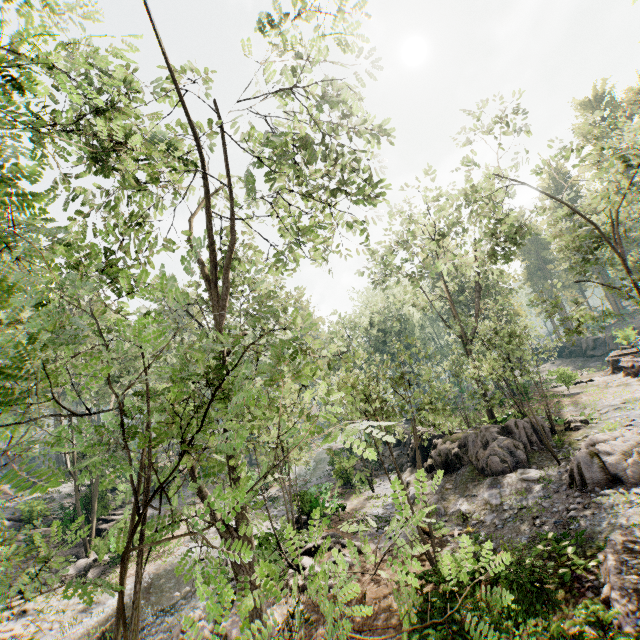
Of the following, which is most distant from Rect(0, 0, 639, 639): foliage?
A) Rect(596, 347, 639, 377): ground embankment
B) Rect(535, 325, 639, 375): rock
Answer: Rect(535, 325, 639, 375): rock

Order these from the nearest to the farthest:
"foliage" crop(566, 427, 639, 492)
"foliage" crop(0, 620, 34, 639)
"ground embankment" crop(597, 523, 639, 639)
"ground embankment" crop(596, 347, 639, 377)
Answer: "foliage" crop(0, 620, 34, 639), "ground embankment" crop(597, 523, 639, 639), "foliage" crop(566, 427, 639, 492), "ground embankment" crop(596, 347, 639, 377)

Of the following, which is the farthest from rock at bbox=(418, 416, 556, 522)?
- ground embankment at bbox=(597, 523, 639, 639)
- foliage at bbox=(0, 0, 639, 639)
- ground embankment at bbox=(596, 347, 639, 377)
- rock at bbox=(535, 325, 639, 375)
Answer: rock at bbox=(535, 325, 639, 375)

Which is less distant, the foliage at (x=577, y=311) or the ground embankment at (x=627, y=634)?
the ground embankment at (x=627, y=634)

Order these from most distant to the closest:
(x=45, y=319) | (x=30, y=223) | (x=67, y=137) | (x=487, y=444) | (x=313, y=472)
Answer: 1. (x=313, y=472)
2. (x=487, y=444)
3. (x=30, y=223)
4. (x=67, y=137)
5. (x=45, y=319)

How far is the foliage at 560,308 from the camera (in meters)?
16.11

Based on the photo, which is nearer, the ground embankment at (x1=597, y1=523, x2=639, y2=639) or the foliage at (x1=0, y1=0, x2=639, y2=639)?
the foliage at (x1=0, y1=0, x2=639, y2=639)

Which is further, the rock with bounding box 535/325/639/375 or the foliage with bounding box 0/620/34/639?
the rock with bounding box 535/325/639/375
